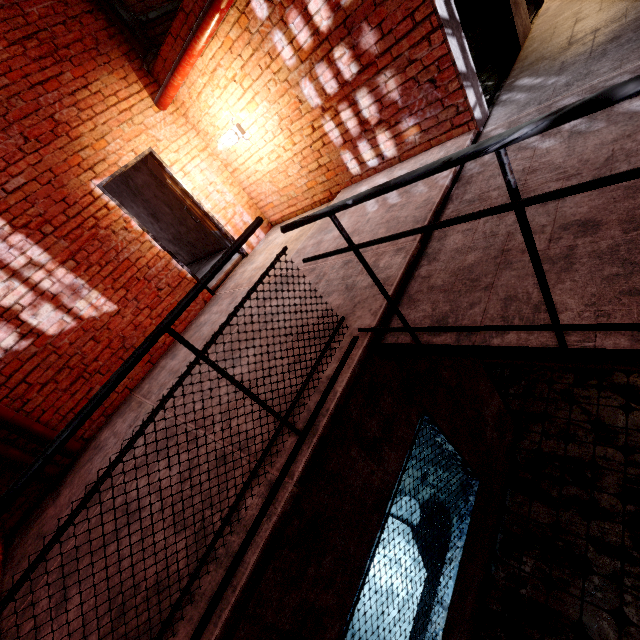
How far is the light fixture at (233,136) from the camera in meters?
4.6

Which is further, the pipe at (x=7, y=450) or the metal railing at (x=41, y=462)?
the pipe at (x=7, y=450)

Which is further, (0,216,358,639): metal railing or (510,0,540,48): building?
(510,0,540,48): building

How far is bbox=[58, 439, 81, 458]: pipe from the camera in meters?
3.9

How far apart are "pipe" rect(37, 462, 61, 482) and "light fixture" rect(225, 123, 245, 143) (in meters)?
4.66

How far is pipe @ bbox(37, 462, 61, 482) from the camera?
3.8m

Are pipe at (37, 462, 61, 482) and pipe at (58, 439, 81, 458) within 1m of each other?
yes

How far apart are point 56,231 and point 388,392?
4.7 meters
